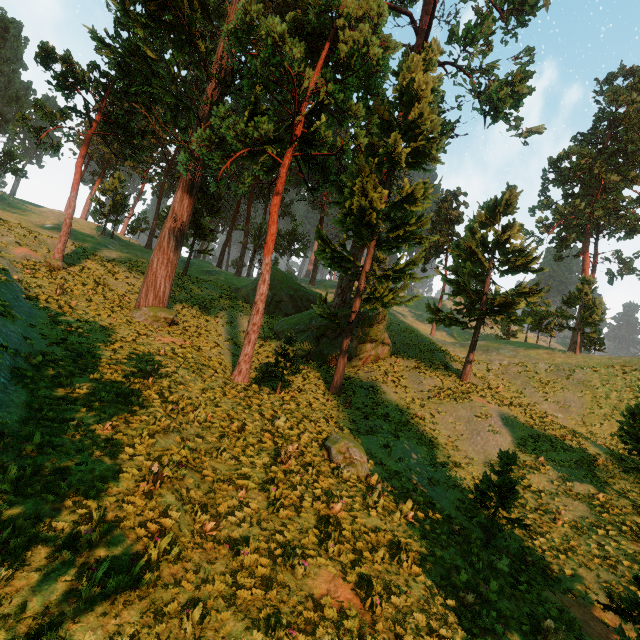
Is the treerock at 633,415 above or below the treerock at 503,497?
above

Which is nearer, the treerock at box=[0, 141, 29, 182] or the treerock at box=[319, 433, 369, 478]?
the treerock at box=[319, 433, 369, 478]

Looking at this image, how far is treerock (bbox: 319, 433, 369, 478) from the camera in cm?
1237

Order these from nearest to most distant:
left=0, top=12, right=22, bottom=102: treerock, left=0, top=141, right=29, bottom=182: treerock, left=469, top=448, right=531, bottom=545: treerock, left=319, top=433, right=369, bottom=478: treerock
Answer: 1. left=469, top=448, right=531, bottom=545: treerock
2. left=319, top=433, right=369, bottom=478: treerock
3. left=0, top=141, right=29, bottom=182: treerock
4. left=0, top=12, right=22, bottom=102: treerock

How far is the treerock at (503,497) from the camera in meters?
11.8 m

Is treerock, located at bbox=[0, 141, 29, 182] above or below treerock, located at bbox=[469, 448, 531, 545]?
above

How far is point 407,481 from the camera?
14.2 meters
